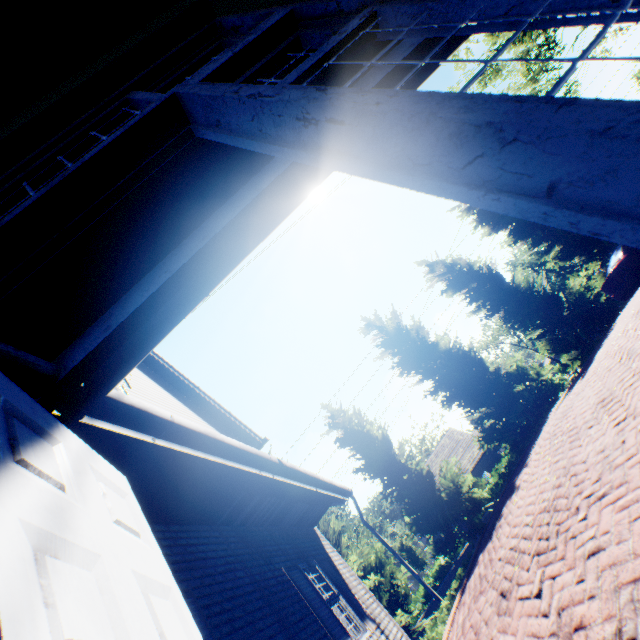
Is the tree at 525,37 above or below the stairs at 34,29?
above

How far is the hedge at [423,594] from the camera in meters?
25.4

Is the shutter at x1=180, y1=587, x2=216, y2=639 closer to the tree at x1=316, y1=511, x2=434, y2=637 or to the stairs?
the stairs

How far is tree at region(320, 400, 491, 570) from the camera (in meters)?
12.91

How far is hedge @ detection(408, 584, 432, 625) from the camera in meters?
25.4 m

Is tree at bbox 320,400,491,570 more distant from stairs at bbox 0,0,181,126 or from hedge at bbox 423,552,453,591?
hedge at bbox 423,552,453,591

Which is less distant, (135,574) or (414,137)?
(414,137)

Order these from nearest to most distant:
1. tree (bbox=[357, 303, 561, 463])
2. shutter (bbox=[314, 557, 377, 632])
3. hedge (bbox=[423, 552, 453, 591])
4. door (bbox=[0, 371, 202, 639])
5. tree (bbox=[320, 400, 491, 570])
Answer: door (bbox=[0, 371, 202, 639]) → shutter (bbox=[314, 557, 377, 632]) → tree (bbox=[320, 400, 491, 570]) → tree (bbox=[357, 303, 561, 463]) → hedge (bbox=[423, 552, 453, 591])
